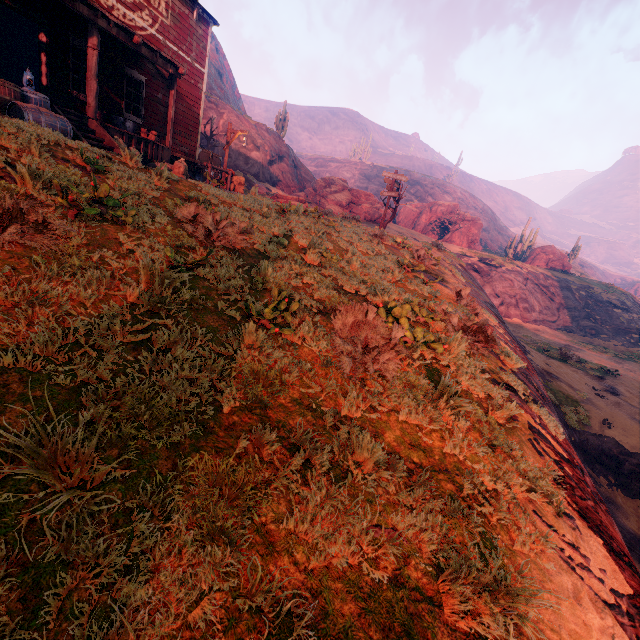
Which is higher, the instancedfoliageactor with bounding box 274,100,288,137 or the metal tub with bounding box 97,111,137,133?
the instancedfoliageactor with bounding box 274,100,288,137

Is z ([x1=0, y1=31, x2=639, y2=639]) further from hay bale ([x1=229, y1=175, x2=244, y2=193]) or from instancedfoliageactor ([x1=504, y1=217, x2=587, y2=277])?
hay bale ([x1=229, y1=175, x2=244, y2=193])

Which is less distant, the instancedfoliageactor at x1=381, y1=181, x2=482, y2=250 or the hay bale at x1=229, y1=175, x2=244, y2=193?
the hay bale at x1=229, y1=175, x2=244, y2=193

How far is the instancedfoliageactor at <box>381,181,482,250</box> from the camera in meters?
37.2 m

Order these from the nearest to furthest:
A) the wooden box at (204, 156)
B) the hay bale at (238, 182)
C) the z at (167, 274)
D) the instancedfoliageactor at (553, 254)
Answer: the z at (167, 274) → the wooden box at (204, 156) → the hay bale at (238, 182) → the instancedfoliageactor at (553, 254)

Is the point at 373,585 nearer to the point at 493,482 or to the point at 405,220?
the point at 493,482

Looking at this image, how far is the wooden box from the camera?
17.02m

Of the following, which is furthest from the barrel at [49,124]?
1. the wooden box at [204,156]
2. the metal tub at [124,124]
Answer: the wooden box at [204,156]
